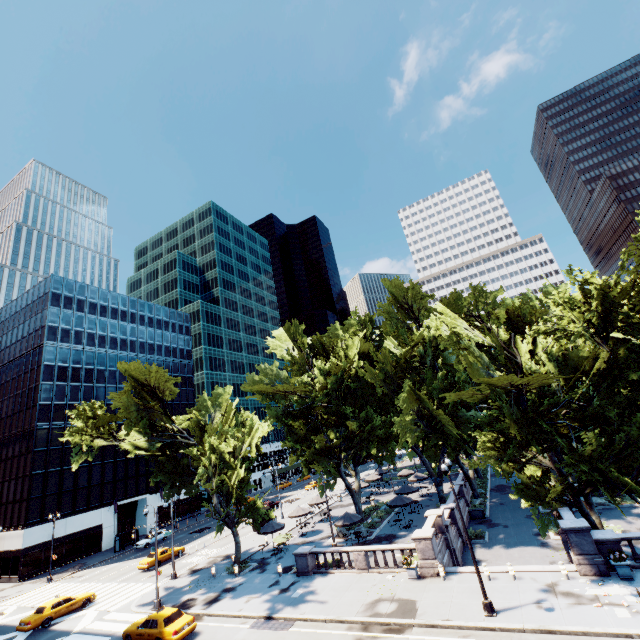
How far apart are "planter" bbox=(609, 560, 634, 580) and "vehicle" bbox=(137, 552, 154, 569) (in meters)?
41.28

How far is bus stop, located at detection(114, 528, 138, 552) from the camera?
46.8 meters

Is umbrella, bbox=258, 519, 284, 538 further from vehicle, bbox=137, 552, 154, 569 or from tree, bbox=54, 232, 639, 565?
vehicle, bbox=137, 552, 154, 569

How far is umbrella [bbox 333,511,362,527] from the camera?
29.2 meters

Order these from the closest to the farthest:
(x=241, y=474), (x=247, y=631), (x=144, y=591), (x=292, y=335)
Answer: (x=247, y=631) < (x=241, y=474) < (x=144, y=591) < (x=292, y=335)

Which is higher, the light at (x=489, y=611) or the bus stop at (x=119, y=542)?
the bus stop at (x=119, y=542)

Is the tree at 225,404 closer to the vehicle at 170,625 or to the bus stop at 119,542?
the vehicle at 170,625

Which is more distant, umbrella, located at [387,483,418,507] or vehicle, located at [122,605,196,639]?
umbrella, located at [387,483,418,507]
